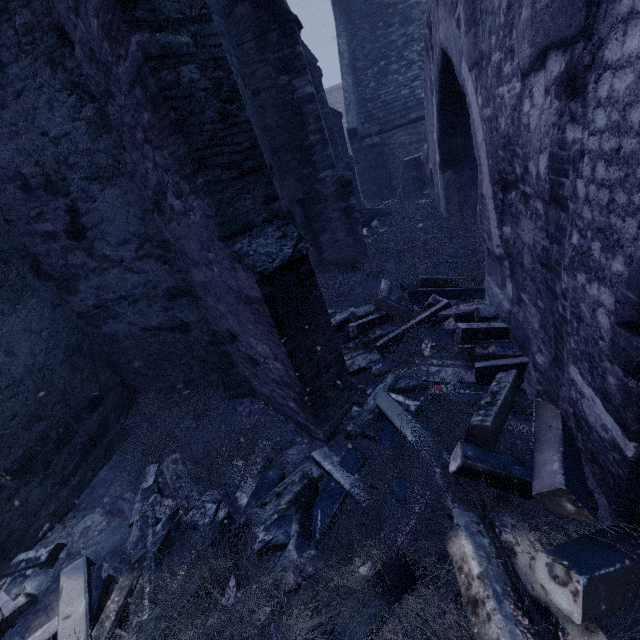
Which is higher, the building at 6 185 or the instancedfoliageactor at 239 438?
the building at 6 185

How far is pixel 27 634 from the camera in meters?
2.8 m

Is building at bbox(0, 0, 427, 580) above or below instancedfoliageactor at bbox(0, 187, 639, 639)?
above

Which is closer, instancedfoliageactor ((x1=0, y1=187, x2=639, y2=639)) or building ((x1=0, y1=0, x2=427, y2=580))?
instancedfoliageactor ((x1=0, y1=187, x2=639, y2=639))

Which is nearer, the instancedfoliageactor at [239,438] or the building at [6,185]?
the instancedfoliageactor at [239,438]
